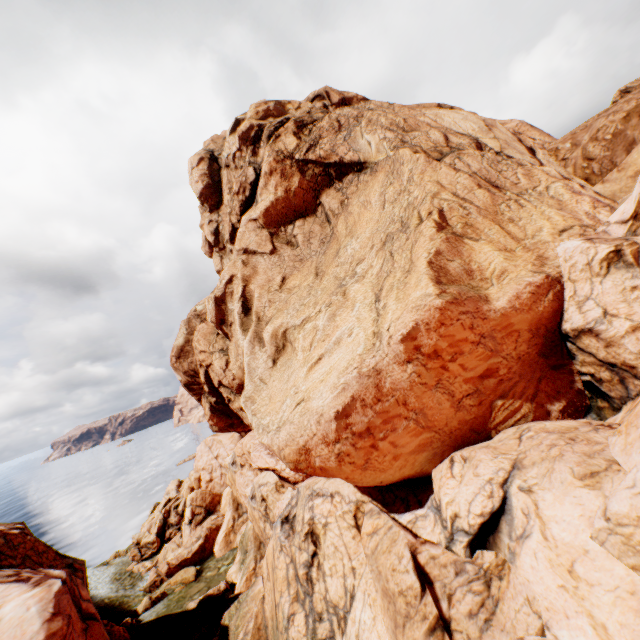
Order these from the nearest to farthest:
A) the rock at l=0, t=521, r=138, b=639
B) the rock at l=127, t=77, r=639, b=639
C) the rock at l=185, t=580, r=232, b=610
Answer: the rock at l=127, t=77, r=639, b=639 → the rock at l=0, t=521, r=138, b=639 → the rock at l=185, t=580, r=232, b=610

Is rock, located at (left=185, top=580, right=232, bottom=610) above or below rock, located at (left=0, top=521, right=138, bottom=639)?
below

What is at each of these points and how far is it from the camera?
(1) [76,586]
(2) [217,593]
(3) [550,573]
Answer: (1) rock, 16.7 meters
(2) rock, 25.2 meters
(3) rock, 6.6 meters

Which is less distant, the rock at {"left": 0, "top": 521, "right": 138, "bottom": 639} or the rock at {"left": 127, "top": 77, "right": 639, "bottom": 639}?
the rock at {"left": 127, "top": 77, "right": 639, "bottom": 639}

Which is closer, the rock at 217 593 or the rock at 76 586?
the rock at 76 586

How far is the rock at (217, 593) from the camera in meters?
25.2 m
